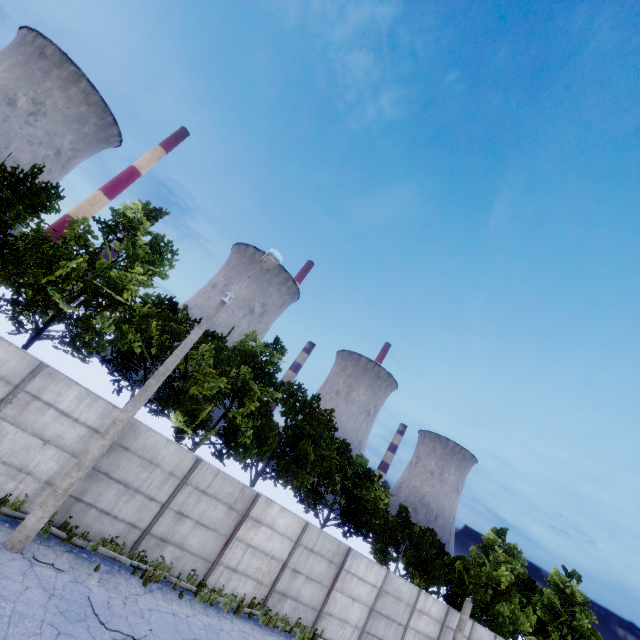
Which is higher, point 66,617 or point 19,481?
point 19,481

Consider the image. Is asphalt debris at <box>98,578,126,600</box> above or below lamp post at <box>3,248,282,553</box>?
below

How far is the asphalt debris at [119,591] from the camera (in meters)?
9.01

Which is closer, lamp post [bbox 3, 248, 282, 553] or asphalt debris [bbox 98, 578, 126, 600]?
lamp post [bbox 3, 248, 282, 553]

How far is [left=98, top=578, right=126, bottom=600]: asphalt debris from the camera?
9.0m

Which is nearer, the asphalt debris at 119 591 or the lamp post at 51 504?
the lamp post at 51 504
